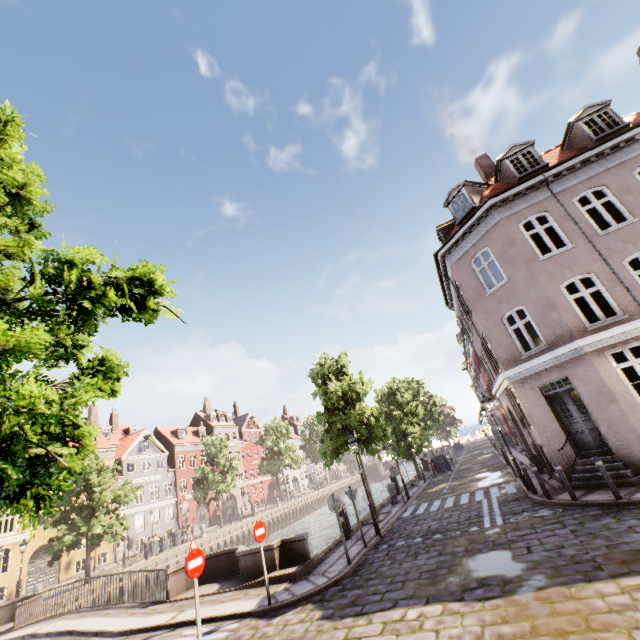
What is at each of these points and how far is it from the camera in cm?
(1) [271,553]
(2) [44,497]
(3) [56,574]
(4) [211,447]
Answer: (1) bridge, 1105
(2) tree, 325
(3) building, 2797
(4) tree, 3681

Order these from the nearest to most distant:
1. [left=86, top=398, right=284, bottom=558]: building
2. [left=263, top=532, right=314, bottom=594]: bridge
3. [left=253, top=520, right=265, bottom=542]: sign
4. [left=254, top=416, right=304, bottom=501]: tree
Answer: [left=253, top=520, right=265, bottom=542]: sign < [left=263, top=532, right=314, bottom=594]: bridge < [left=86, top=398, right=284, bottom=558]: building < [left=254, top=416, right=304, bottom=501]: tree

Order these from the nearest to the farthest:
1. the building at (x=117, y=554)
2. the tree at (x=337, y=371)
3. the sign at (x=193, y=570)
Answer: the sign at (x=193, y=570) < the tree at (x=337, y=371) < the building at (x=117, y=554)

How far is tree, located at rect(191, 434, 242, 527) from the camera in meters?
34.5

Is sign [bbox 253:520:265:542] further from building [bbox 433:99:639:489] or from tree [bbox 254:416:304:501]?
building [bbox 433:99:639:489]

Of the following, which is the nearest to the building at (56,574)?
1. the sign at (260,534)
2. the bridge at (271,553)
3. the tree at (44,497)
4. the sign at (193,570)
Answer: the tree at (44,497)

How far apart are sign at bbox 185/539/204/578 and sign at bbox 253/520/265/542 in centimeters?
192cm

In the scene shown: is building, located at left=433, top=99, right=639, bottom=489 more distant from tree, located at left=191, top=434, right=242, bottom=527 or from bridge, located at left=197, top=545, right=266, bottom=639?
bridge, located at left=197, top=545, right=266, bottom=639
